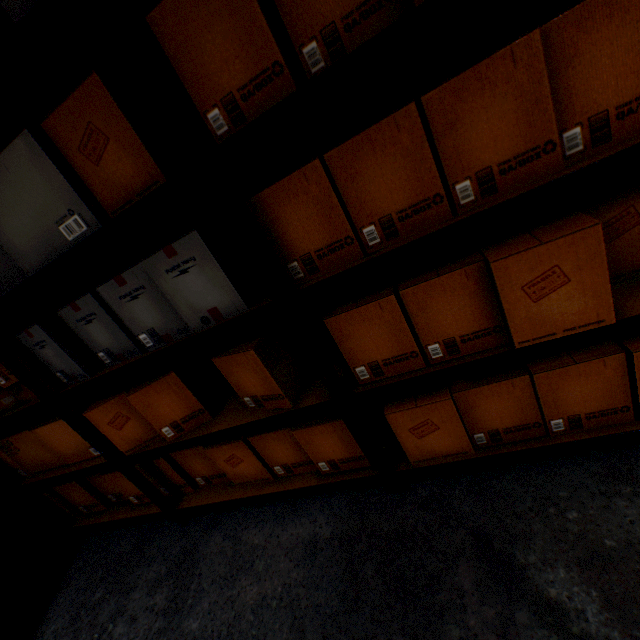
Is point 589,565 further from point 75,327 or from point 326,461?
point 75,327

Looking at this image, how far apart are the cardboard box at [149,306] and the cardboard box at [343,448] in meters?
0.6 m

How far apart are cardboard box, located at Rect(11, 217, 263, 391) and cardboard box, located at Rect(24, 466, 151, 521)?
0.6m

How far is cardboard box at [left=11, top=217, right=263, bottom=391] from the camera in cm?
99

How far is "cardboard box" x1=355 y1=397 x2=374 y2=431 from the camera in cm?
144

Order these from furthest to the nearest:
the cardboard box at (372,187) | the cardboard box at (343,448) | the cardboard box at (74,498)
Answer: the cardboard box at (74,498)
the cardboard box at (343,448)
the cardboard box at (372,187)

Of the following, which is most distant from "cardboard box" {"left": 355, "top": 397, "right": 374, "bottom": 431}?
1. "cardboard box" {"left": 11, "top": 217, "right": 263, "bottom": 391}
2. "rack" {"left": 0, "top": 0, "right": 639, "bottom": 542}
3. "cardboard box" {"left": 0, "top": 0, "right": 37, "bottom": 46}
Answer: "cardboard box" {"left": 0, "top": 0, "right": 37, "bottom": 46}

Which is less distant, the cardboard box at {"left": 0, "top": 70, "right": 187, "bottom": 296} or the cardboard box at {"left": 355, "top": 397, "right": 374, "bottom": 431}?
the cardboard box at {"left": 0, "top": 70, "right": 187, "bottom": 296}
